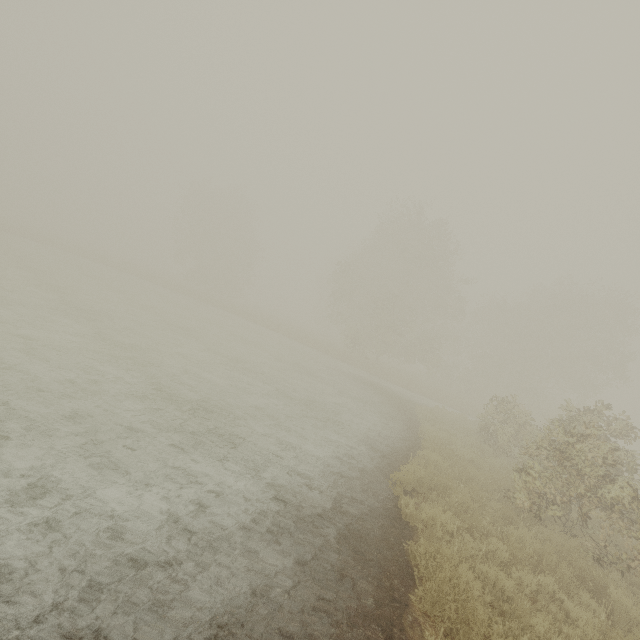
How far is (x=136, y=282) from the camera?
35.75m
